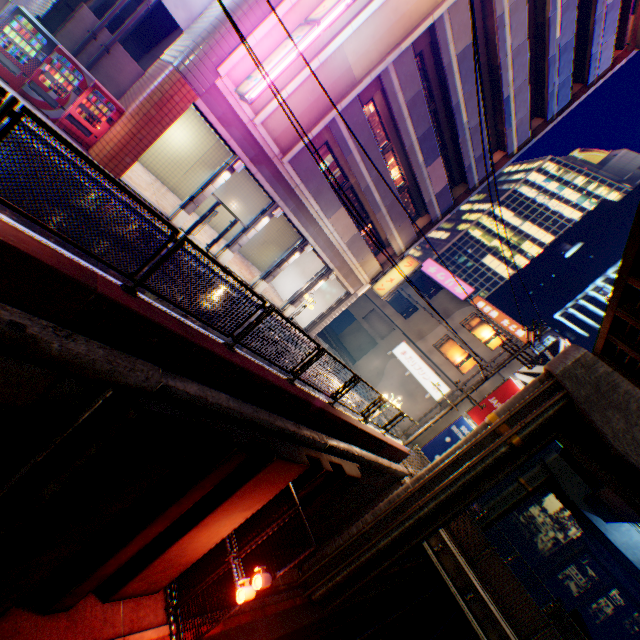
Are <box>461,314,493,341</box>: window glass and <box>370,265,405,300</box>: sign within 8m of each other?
no

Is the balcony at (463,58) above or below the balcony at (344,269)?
above

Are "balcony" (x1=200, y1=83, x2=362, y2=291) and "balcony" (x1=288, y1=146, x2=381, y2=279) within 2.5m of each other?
yes

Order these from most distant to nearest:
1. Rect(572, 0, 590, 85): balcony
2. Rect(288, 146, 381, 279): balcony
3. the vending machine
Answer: Rect(572, 0, 590, 85): balcony < Rect(288, 146, 381, 279): balcony < the vending machine

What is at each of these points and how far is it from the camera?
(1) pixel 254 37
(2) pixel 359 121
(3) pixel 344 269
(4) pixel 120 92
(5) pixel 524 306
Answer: (1) concrete block, 11.5m
(2) balcony, 15.2m
(3) balcony, 20.7m
(4) stairs, 14.7m
(5) building, 53.1m

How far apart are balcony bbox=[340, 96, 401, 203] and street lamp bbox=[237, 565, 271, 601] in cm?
1702

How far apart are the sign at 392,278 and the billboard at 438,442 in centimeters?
1170cm

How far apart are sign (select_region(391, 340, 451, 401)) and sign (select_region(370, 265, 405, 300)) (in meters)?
9.57
